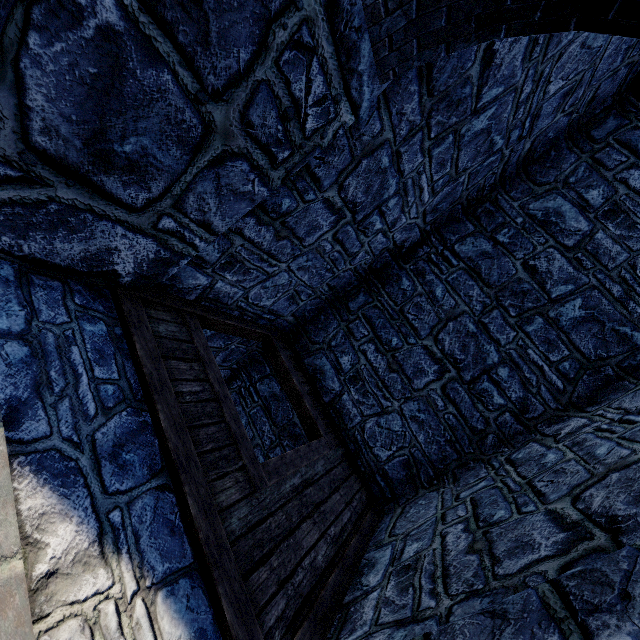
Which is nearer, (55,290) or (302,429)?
(55,290)
